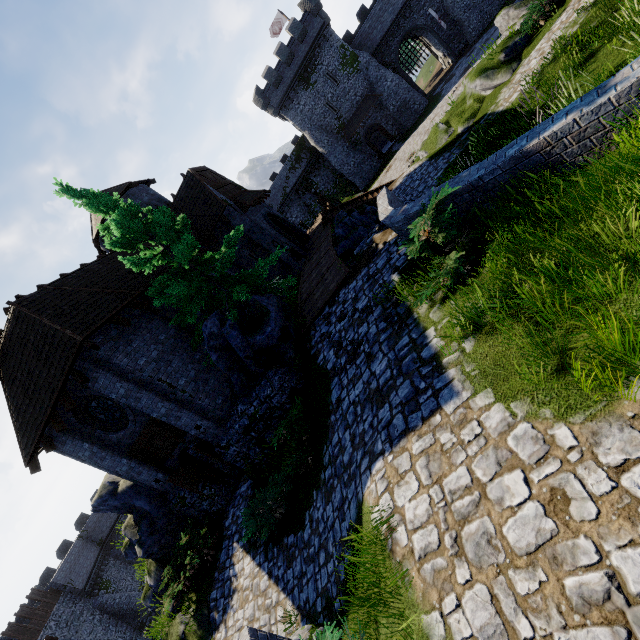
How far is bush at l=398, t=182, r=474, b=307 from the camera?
5.3m

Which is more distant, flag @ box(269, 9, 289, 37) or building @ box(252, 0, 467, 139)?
flag @ box(269, 9, 289, 37)

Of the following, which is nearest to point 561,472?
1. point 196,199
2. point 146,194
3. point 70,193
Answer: point 70,193

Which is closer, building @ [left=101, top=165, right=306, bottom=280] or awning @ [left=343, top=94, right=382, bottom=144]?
building @ [left=101, top=165, right=306, bottom=280]

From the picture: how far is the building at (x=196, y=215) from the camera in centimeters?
1973cm

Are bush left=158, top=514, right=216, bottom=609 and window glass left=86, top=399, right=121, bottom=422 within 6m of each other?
yes

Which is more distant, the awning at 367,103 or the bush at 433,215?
the awning at 367,103

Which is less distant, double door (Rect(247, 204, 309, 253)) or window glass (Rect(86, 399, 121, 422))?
window glass (Rect(86, 399, 121, 422))
